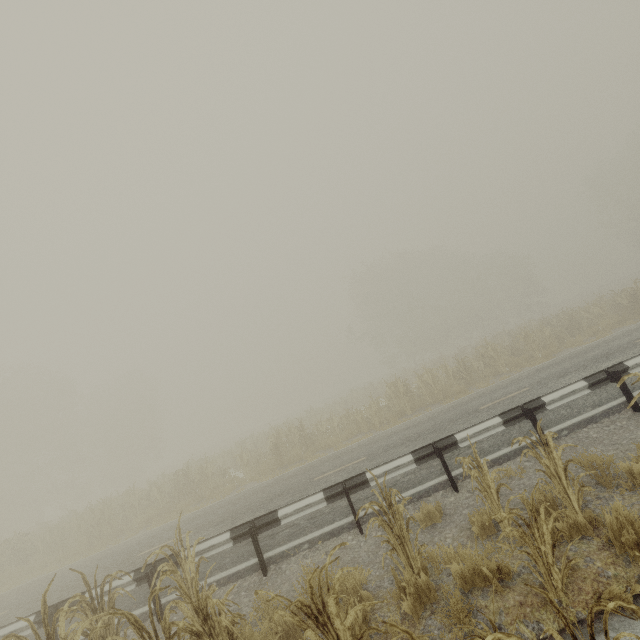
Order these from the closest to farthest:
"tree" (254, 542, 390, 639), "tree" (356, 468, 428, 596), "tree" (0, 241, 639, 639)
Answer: "tree" (254, 542, 390, 639)
"tree" (356, 468, 428, 596)
"tree" (0, 241, 639, 639)

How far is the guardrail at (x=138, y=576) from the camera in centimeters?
612cm

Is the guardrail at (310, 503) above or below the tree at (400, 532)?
above

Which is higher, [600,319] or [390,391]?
[390,391]

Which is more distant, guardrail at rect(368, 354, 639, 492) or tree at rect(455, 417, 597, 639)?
guardrail at rect(368, 354, 639, 492)

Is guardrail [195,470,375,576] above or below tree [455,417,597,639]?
above

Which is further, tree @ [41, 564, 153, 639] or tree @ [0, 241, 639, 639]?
tree @ [0, 241, 639, 639]
